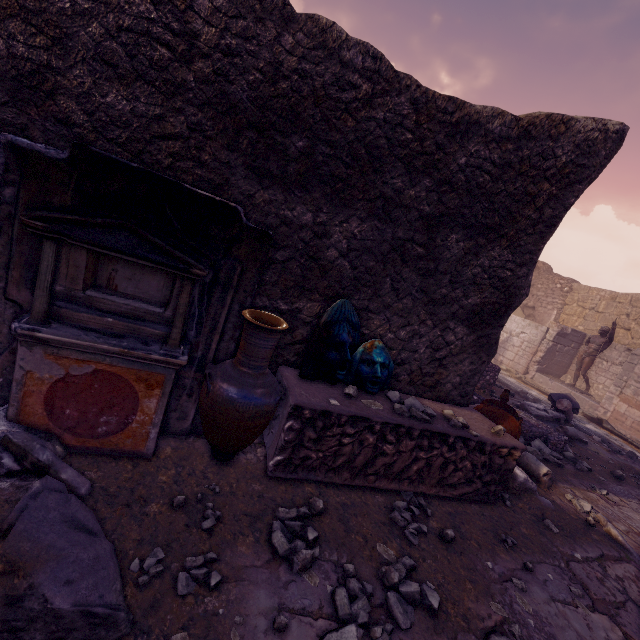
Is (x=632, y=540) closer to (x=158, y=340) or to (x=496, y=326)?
(x=496, y=326)

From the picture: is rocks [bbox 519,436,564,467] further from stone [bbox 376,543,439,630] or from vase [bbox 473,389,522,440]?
stone [bbox 376,543,439,630]

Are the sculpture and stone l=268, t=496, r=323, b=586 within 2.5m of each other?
no

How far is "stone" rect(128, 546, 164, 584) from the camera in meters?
1.8 m

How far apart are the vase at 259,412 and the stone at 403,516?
1.4 meters

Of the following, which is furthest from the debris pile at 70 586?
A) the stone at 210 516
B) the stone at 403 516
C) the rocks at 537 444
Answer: the rocks at 537 444

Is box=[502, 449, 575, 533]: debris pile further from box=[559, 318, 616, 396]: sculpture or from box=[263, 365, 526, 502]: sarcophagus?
box=[559, 318, 616, 396]: sculpture

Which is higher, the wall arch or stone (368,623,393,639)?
the wall arch
